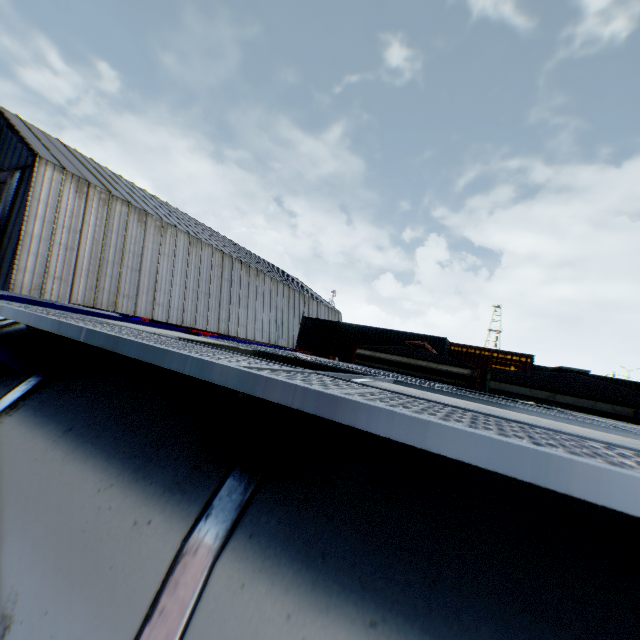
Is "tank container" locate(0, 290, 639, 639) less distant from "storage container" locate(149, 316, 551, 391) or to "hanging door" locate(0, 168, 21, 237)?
"storage container" locate(149, 316, 551, 391)

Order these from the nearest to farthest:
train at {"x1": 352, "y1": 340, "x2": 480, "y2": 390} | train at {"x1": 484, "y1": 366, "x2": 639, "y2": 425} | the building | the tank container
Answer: the tank container, train at {"x1": 484, "y1": 366, "x2": 639, "y2": 425}, train at {"x1": 352, "y1": 340, "x2": 480, "y2": 390}, the building

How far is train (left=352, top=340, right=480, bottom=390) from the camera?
8.0 meters

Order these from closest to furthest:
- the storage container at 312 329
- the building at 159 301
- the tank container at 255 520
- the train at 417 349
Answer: the tank container at 255 520, the train at 417 349, the building at 159 301, the storage container at 312 329

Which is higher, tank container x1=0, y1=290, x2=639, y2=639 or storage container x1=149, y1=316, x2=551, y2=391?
storage container x1=149, y1=316, x2=551, y2=391

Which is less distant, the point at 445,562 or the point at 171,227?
the point at 445,562

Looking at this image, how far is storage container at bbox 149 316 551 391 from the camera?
22.89m

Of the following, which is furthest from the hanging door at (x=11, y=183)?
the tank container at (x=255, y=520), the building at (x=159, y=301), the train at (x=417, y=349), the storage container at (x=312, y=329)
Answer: the train at (x=417, y=349)
